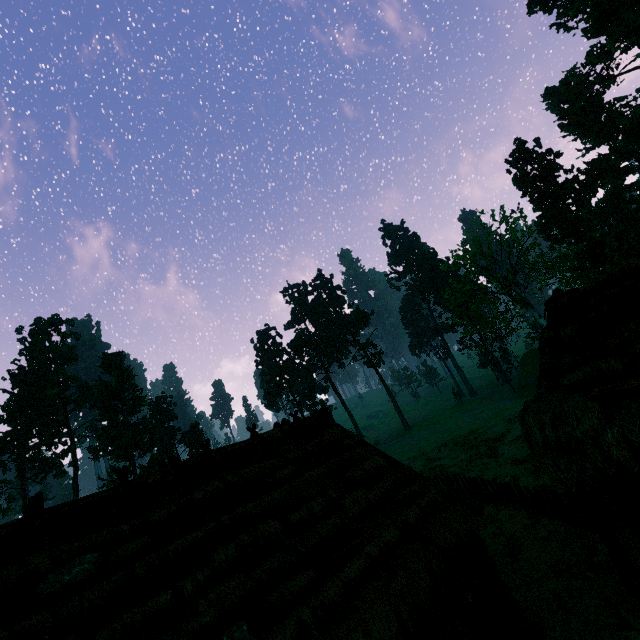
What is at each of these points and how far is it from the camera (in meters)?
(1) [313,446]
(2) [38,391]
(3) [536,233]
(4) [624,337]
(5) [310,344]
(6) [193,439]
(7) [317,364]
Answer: (1) building, 10.86
(2) treerock, 47.44
(3) treerock, 45.50
(4) building, 6.55
(5) treerock, 59.47
(6) treerock, 55.91
(7) treerock, 57.91

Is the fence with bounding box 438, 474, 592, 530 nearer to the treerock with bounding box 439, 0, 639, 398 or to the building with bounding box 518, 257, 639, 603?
the building with bounding box 518, 257, 639, 603

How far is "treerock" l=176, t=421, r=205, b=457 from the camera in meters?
55.5

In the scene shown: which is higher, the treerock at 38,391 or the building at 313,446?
the treerock at 38,391

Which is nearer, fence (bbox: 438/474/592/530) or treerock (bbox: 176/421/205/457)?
fence (bbox: 438/474/592/530)

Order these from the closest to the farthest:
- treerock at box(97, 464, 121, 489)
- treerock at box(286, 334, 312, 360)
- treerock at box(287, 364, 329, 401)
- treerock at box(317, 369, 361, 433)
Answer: treerock at box(97, 464, 121, 489)
treerock at box(287, 364, 329, 401)
treerock at box(317, 369, 361, 433)
treerock at box(286, 334, 312, 360)

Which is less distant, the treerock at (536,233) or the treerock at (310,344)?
the treerock at (536,233)
